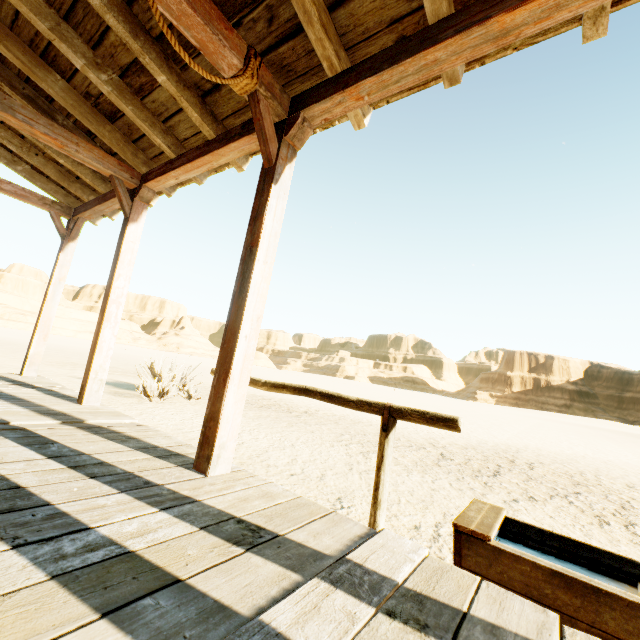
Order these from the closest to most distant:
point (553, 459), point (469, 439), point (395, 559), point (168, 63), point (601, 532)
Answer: point (395, 559), point (168, 63), point (601, 532), point (553, 459), point (469, 439)

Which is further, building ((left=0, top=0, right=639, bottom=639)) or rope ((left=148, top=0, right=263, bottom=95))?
rope ((left=148, top=0, right=263, bottom=95))

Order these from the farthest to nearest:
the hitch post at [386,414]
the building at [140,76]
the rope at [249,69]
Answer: the hitch post at [386,414] < the rope at [249,69] < the building at [140,76]

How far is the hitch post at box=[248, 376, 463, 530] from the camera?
2.3 meters

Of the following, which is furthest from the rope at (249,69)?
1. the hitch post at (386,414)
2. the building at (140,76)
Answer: the hitch post at (386,414)

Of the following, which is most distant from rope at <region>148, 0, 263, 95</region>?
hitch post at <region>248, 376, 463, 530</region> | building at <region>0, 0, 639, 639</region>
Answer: hitch post at <region>248, 376, 463, 530</region>

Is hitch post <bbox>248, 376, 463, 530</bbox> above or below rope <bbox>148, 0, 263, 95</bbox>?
below

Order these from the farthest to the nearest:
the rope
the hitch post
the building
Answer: the hitch post → the rope → the building
